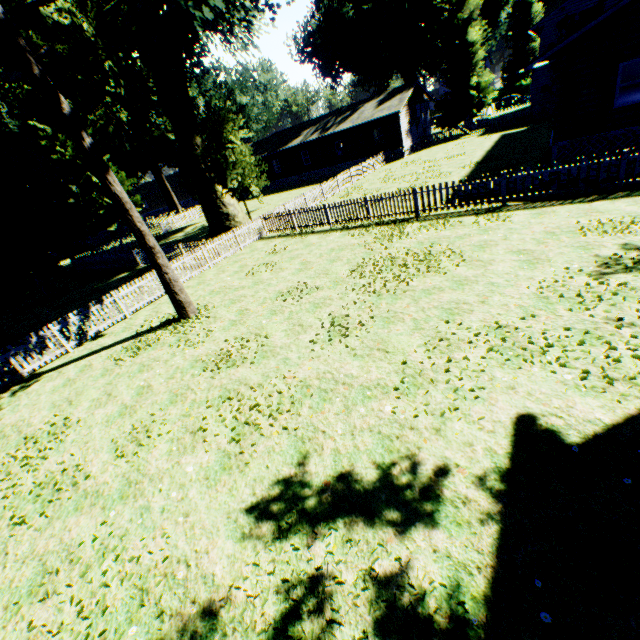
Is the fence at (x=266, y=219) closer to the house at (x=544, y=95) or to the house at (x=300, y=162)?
the house at (x=300, y=162)

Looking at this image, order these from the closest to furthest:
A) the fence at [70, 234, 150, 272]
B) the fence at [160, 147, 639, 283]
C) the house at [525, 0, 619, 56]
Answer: the fence at [160, 147, 639, 283]
the fence at [70, 234, 150, 272]
the house at [525, 0, 619, 56]

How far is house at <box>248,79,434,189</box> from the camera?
33.85m

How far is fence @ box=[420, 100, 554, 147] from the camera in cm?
3109

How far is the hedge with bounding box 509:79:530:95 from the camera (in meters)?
58.51

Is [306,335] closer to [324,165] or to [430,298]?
[430,298]

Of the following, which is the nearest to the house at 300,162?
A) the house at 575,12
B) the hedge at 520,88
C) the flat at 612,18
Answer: the house at 575,12
